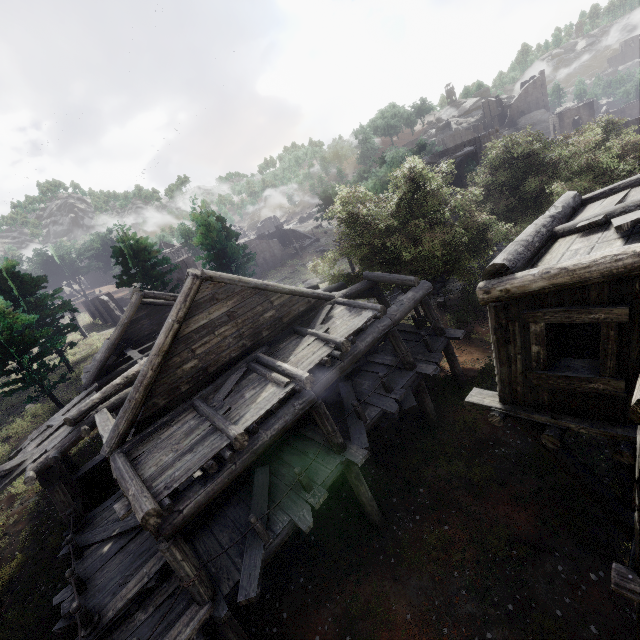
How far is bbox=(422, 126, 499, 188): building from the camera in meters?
27.7

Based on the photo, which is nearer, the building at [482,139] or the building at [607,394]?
the building at [607,394]

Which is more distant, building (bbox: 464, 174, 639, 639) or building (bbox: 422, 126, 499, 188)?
building (bbox: 422, 126, 499, 188)

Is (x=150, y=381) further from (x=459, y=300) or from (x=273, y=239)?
(x=273, y=239)

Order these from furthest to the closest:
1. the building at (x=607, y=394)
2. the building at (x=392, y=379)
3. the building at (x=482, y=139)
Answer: the building at (x=482, y=139) → the building at (x=392, y=379) → the building at (x=607, y=394)

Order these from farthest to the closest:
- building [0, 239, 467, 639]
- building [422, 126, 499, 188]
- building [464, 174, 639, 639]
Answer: building [422, 126, 499, 188] → building [0, 239, 467, 639] → building [464, 174, 639, 639]

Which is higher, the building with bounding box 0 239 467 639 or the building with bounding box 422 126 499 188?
the building with bounding box 422 126 499 188
